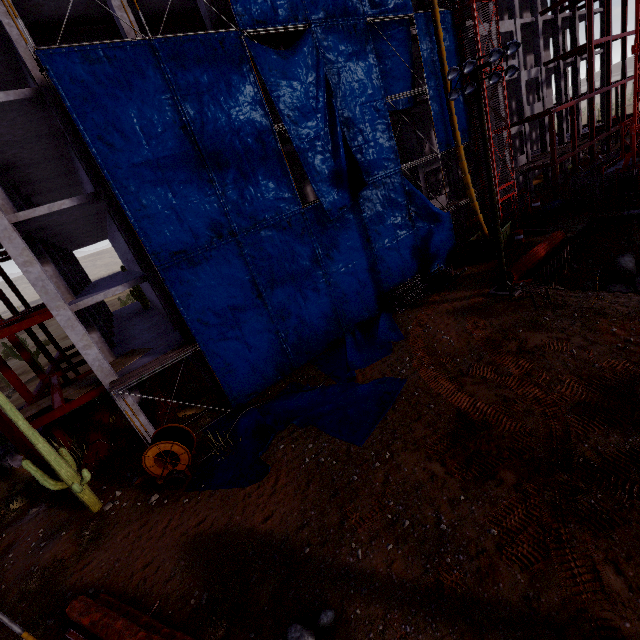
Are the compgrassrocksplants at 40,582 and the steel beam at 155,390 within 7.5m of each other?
yes

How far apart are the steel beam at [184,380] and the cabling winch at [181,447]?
4.6 meters

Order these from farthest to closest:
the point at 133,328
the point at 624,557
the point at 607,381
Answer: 1. the point at 133,328
2. the point at 607,381
3. the point at 624,557

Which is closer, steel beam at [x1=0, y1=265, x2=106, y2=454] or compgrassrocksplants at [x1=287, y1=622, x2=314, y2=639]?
compgrassrocksplants at [x1=287, y1=622, x2=314, y2=639]

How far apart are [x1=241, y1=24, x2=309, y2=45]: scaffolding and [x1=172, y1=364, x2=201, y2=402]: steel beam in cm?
1770

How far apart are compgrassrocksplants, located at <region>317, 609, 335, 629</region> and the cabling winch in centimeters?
749cm

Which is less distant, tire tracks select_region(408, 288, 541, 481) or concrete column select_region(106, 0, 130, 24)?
tire tracks select_region(408, 288, 541, 481)

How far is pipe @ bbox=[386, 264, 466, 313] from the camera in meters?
20.8 m
